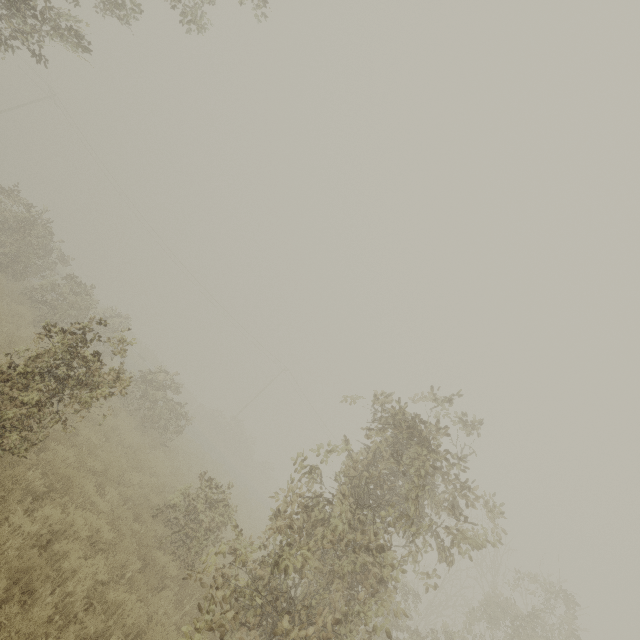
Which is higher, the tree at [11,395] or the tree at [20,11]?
the tree at [20,11]

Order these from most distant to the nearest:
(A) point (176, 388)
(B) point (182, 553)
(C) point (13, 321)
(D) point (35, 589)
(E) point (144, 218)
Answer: (E) point (144, 218)
(A) point (176, 388)
(C) point (13, 321)
(B) point (182, 553)
(D) point (35, 589)

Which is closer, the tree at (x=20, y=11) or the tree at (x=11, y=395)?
the tree at (x=11, y=395)

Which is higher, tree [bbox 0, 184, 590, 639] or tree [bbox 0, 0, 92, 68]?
tree [bbox 0, 0, 92, 68]

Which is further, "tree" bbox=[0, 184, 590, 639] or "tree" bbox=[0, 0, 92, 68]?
"tree" bbox=[0, 0, 92, 68]
